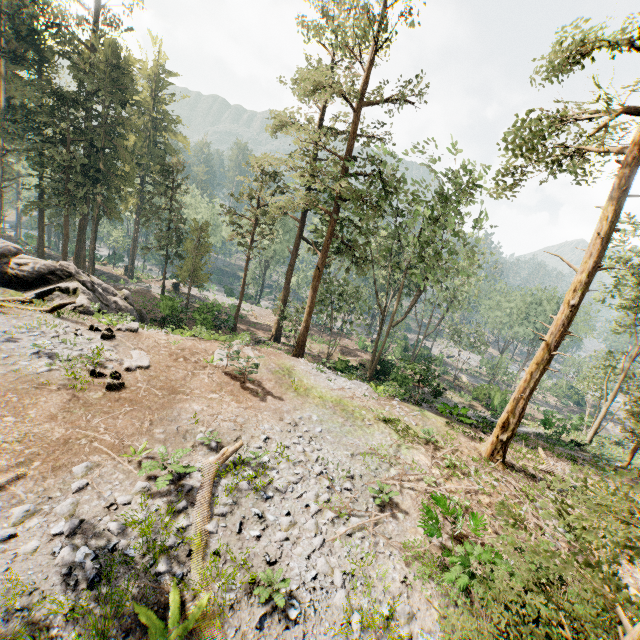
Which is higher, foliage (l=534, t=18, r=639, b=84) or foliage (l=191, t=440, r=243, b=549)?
foliage (l=534, t=18, r=639, b=84)

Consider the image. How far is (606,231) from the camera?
12.1 meters

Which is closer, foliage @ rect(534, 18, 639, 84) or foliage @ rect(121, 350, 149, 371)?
foliage @ rect(534, 18, 639, 84)

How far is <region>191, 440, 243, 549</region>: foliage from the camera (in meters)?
8.00

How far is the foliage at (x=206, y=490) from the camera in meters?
8.0 m

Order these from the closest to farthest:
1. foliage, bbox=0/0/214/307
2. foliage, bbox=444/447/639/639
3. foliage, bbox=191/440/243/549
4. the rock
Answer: foliage, bbox=444/447/639/639 → foliage, bbox=191/440/243/549 → the rock → foliage, bbox=0/0/214/307

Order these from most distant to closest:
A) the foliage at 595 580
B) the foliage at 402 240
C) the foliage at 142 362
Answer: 1. the foliage at 142 362
2. the foliage at 402 240
3. the foliage at 595 580
